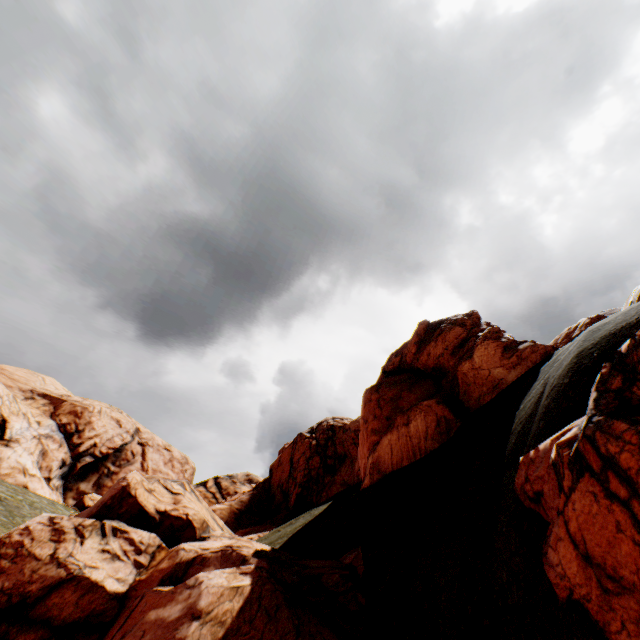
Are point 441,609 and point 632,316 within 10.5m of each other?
yes

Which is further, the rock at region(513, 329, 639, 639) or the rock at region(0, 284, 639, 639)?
the rock at region(0, 284, 639, 639)

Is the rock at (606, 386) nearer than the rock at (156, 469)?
Yes
